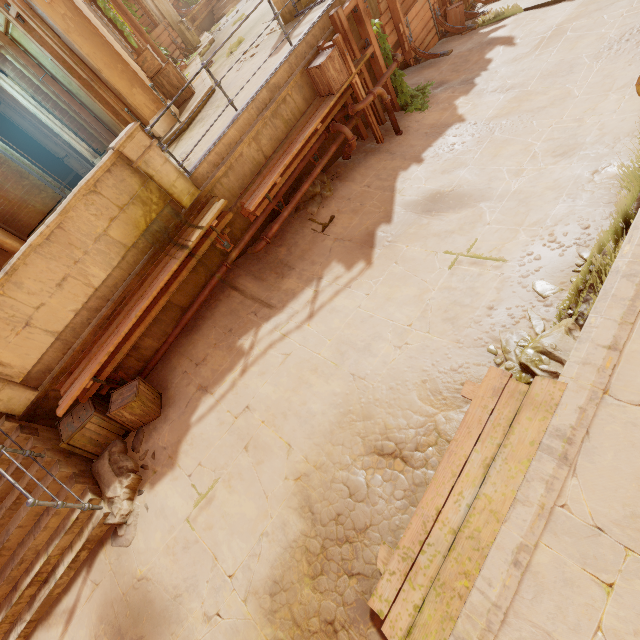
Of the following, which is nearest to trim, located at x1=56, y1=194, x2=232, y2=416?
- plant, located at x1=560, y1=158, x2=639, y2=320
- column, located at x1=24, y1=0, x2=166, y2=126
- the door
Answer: column, located at x1=24, y1=0, x2=166, y2=126

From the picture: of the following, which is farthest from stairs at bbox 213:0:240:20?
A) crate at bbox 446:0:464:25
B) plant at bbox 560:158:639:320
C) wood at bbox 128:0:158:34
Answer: plant at bbox 560:158:639:320

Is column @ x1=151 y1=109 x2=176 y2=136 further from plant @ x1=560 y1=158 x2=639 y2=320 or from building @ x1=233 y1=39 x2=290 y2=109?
plant @ x1=560 y1=158 x2=639 y2=320

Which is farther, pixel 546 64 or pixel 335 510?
pixel 546 64

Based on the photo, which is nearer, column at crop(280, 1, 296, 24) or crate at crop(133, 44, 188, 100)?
column at crop(280, 1, 296, 24)

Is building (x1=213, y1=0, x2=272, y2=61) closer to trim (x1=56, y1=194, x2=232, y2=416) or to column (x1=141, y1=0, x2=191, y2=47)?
trim (x1=56, y1=194, x2=232, y2=416)

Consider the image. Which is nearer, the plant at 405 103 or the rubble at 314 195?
the rubble at 314 195

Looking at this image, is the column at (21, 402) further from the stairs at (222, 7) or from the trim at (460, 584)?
the stairs at (222, 7)
